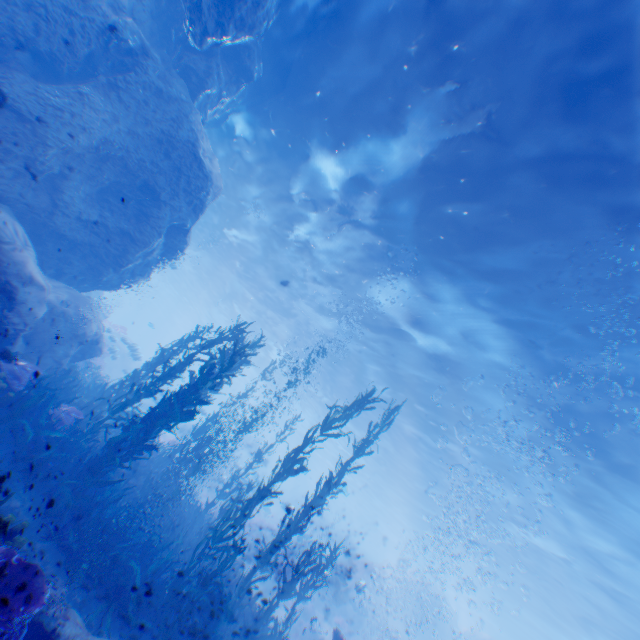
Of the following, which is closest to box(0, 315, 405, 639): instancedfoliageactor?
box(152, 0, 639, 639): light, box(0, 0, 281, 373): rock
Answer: box(0, 0, 281, 373): rock

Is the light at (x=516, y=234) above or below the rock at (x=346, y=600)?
above

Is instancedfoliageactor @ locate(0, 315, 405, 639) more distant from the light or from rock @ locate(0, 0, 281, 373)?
the light

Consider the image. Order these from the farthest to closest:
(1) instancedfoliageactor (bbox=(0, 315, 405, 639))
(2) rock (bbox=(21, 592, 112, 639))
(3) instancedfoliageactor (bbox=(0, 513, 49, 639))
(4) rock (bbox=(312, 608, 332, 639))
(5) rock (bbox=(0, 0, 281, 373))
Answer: (4) rock (bbox=(312, 608, 332, 639)) → (5) rock (bbox=(0, 0, 281, 373)) → (1) instancedfoliageactor (bbox=(0, 315, 405, 639)) → (2) rock (bbox=(21, 592, 112, 639)) → (3) instancedfoliageactor (bbox=(0, 513, 49, 639))

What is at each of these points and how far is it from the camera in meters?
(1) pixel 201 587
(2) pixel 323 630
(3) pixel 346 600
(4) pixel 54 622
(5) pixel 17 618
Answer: (1) instancedfoliageactor, 7.3
(2) rock, 21.3
(3) rock, 25.2
(4) rock, 4.9
(5) instancedfoliageactor, 4.1

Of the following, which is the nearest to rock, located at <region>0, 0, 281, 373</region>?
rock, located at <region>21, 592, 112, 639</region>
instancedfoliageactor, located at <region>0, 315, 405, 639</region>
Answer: instancedfoliageactor, located at <region>0, 315, 405, 639</region>

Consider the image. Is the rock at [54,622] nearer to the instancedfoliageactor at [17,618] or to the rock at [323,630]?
the instancedfoliageactor at [17,618]

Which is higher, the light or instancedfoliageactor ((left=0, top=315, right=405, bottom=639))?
the light
